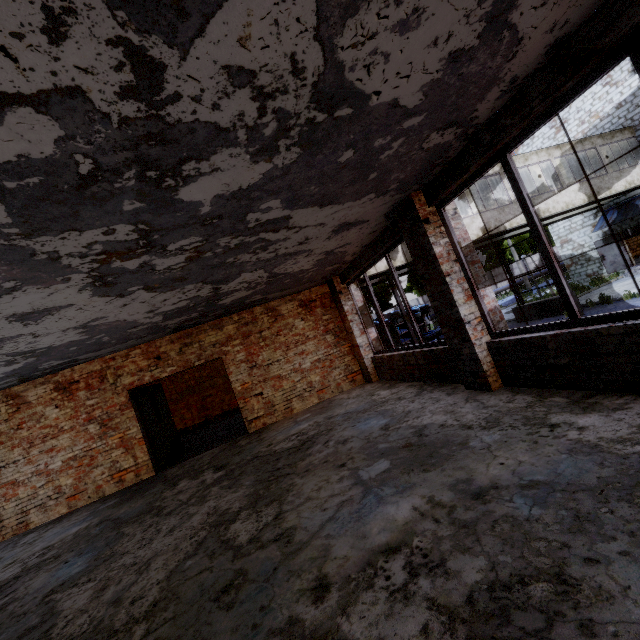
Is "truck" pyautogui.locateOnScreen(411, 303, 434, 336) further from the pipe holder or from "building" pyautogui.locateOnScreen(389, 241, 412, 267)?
the pipe holder

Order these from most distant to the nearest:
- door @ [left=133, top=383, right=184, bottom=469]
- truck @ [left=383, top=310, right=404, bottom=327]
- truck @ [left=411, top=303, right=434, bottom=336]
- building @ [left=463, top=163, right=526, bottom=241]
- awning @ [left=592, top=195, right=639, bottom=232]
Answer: truck @ [left=411, top=303, right=434, bottom=336] → truck @ [left=383, top=310, right=404, bottom=327] → awning @ [left=592, top=195, right=639, bottom=232] → building @ [left=463, top=163, right=526, bottom=241] → door @ [left=133, top=383, right=184, bottom=469]

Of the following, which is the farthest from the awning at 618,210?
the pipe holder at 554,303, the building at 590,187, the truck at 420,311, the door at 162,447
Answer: the door at 162,447

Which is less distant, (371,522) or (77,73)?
(77,73)

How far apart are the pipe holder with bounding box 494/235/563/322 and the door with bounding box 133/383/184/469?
16.5 meters

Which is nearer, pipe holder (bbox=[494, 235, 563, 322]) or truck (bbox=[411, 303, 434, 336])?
pipe holder (bbox=[494, 235, 563, 322])

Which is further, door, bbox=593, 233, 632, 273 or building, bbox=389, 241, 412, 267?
door, bbox=593, 233, 632, 273

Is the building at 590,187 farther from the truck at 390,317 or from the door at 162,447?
the door at 162,447
